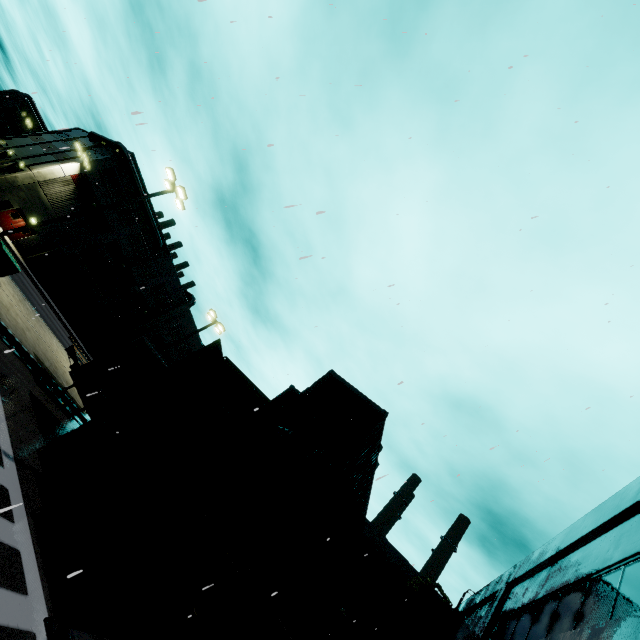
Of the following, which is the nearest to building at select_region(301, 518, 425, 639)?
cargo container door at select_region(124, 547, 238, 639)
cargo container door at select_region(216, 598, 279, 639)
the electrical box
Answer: cargo container door at select_region(216, 598, 279, 639)

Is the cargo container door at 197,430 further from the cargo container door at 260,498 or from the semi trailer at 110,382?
the semi trailer at 110,382

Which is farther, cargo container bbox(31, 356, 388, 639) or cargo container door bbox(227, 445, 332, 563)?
cargo container door bbox(227, 445, 332, 563)

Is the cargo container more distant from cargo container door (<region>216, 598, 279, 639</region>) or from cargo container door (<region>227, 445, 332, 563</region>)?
cargo container door (<region>216, 598, 279, 639</region>)

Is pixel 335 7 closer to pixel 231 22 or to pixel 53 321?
pixel 231 22

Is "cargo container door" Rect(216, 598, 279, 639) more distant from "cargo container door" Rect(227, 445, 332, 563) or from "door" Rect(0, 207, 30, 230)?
"door" Rect(0, 207, 30, 230)

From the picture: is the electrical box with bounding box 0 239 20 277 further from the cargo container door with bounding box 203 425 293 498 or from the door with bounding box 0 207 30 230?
the door with bounding box 0 207 30 230

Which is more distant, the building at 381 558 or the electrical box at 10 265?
the building at 381 558
